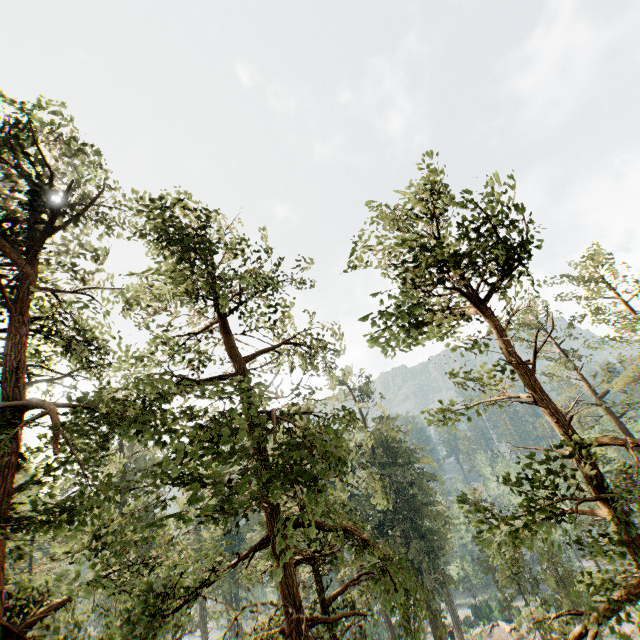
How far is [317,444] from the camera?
7.1m
